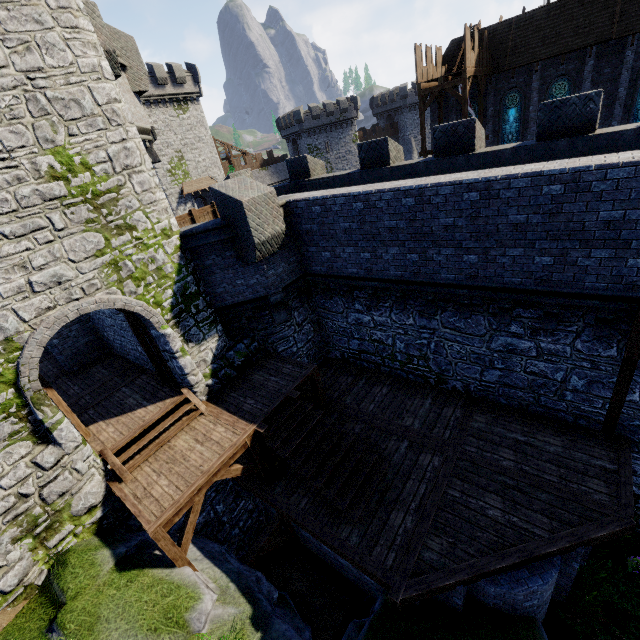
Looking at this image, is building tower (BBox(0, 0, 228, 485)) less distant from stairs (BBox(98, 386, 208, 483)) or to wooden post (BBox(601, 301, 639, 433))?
stairs (BBox(98, 386, 208, 483))

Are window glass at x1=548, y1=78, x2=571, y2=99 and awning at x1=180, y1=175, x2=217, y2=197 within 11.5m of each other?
no

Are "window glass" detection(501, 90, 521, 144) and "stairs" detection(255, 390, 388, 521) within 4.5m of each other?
no

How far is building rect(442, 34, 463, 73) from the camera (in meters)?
26.08

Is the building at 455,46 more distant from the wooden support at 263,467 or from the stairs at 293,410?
the wooden support at 263,467

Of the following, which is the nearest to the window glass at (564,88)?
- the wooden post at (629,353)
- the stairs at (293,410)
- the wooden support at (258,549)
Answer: the wooden post at (629,353)

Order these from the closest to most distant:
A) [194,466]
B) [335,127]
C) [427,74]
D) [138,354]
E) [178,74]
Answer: [194,466]
[138,354]
[427,74]
[178,74]
[335,127]
